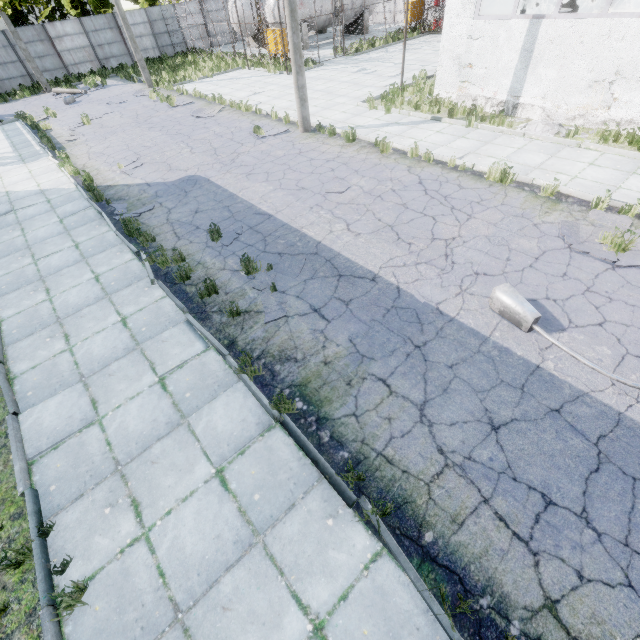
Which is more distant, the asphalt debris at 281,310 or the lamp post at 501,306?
the asphalt debris at 281,310

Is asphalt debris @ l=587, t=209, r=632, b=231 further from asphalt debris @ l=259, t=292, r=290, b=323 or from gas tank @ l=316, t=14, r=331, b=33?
gas tank @ l=316, t=14, r=331, b=33

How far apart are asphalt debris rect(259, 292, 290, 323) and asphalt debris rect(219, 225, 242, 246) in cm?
156

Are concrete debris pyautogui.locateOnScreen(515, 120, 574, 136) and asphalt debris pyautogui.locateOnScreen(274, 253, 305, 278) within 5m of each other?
no

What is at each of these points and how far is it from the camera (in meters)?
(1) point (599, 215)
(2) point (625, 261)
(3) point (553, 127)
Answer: (1) asphalt debris, 7.26
(2) asphalt debris, 6.16
(3) concrete debris, 10.63

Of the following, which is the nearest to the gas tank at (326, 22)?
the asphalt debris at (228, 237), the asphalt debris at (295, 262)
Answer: the asphalt debris at (228, 237)

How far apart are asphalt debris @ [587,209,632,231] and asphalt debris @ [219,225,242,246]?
7.3m

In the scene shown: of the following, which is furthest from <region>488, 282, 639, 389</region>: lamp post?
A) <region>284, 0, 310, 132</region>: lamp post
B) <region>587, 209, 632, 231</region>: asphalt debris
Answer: <region>284, 0, 310, 132</region>: lamp post
